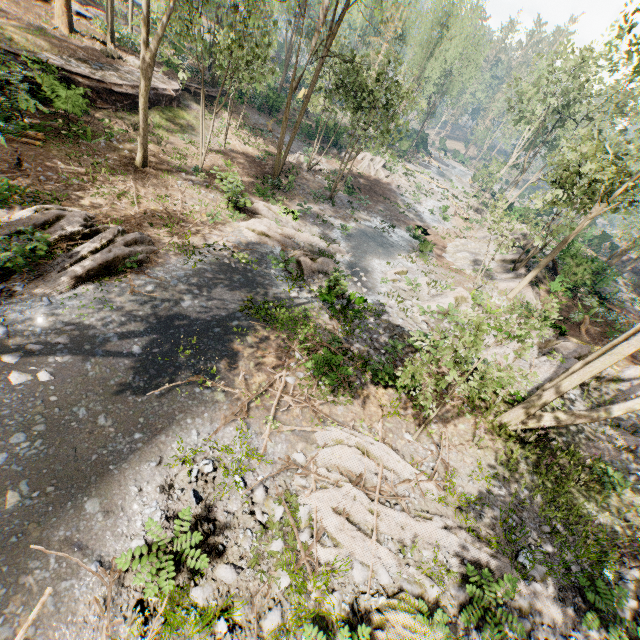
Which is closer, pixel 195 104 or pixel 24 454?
pixel 24 454

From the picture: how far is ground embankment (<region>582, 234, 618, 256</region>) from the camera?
45.2m

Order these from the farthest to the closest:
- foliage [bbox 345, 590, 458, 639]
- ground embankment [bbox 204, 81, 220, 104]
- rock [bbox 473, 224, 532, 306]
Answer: ground embankment [bbox 204, 81, 220, 104], rock [bbox 473, 224, 532, 306], foliage [bbox 345, 590, 458, 639]

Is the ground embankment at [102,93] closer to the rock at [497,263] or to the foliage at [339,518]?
the foliage at [339,518]

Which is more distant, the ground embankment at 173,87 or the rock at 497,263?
the ground embankment at 173,87

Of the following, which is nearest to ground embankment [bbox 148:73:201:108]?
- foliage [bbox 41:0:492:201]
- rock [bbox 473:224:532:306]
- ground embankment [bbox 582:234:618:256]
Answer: foliage [bbox 41:0:492:201]

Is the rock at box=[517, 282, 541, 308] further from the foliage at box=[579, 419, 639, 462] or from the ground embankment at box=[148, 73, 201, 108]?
the ground embankment at box=[148, 73, 201, 108]

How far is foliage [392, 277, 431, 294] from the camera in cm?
1850
